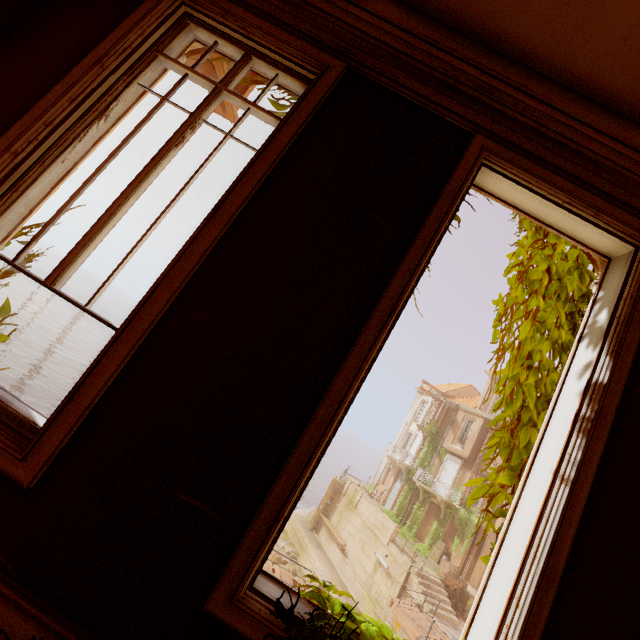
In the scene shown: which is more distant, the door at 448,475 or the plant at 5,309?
the door at 448,475

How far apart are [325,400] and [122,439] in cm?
96

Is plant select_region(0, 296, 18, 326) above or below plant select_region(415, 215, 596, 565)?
below

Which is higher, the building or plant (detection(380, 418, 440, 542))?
plant (detection(380, 418, 440, 542))

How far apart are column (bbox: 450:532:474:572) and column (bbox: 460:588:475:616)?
0.42m

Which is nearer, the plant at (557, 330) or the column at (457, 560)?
the plant at (557, 330)

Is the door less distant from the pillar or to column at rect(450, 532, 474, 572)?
column at rect(450, 532, 474, 572)

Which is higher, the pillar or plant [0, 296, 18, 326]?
the pillar
